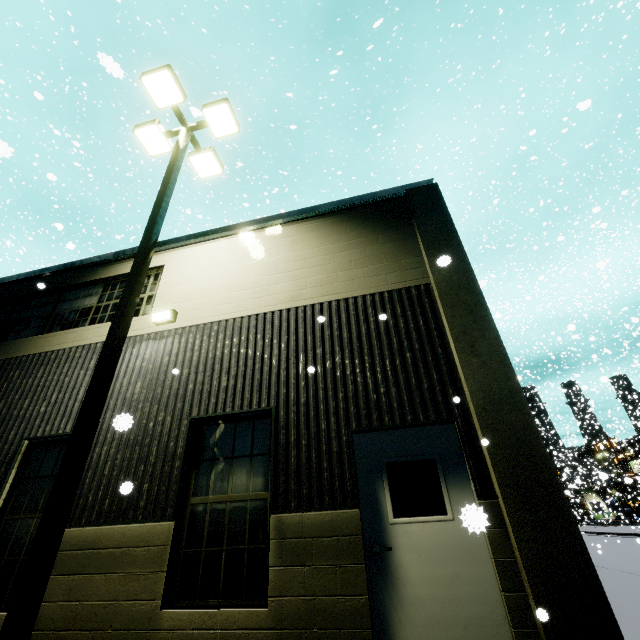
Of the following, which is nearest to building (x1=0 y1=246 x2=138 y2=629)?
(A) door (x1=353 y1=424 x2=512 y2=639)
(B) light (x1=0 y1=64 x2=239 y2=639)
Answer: (A) door (x1=353 y1=424 x2=512 y2=639)

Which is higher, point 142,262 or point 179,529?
point 142,262

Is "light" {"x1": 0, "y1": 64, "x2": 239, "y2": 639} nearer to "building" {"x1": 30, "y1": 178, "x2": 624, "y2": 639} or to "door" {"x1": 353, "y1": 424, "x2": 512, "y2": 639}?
"building" {"x1": 30, "y1": 178, "x2": 624, "y2": 639}

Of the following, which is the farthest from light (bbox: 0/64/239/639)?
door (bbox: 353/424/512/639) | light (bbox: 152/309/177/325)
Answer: door (bbox: 353/424/512/639)

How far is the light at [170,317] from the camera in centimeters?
676cm

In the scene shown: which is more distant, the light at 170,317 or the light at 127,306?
the light at 170,317

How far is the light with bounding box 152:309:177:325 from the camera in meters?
6.8
